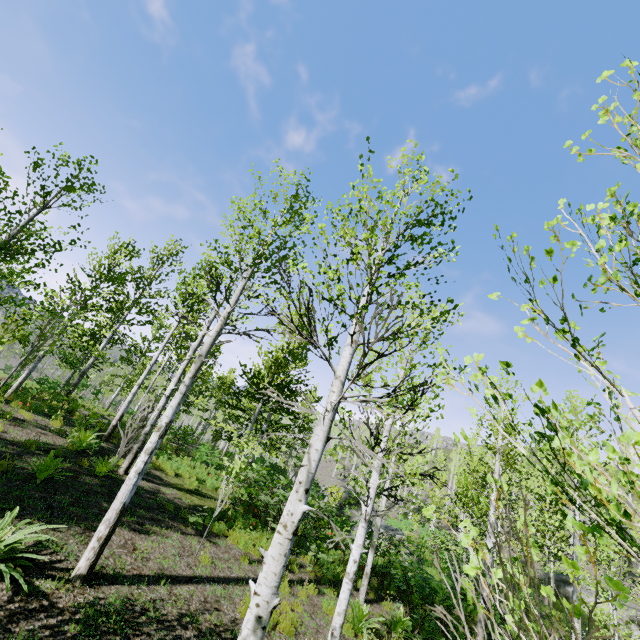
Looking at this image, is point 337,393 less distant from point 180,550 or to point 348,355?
point 348,355

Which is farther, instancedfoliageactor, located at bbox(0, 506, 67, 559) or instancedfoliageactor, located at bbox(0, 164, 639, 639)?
instancedfoliageactor, located at bbox(0, 506, 67, 559)

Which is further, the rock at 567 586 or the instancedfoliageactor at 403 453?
the rock at 567 586

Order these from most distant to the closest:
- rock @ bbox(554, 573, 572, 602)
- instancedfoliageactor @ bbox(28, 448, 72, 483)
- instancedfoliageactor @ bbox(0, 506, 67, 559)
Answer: rock @ bbox(554, 573, 572, 602) < instancedfoliageactor @ bbox(28, 448, 72, 483) < instancedfoliageactor @ bbox(0, 506, 67, 559)

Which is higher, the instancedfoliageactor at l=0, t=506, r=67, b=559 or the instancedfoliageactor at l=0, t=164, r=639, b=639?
the instancedfoliageactor at l=0, t=164, r=639, b=639

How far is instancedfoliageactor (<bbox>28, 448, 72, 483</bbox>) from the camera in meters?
7.0 m

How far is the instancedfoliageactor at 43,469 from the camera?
6.99m
